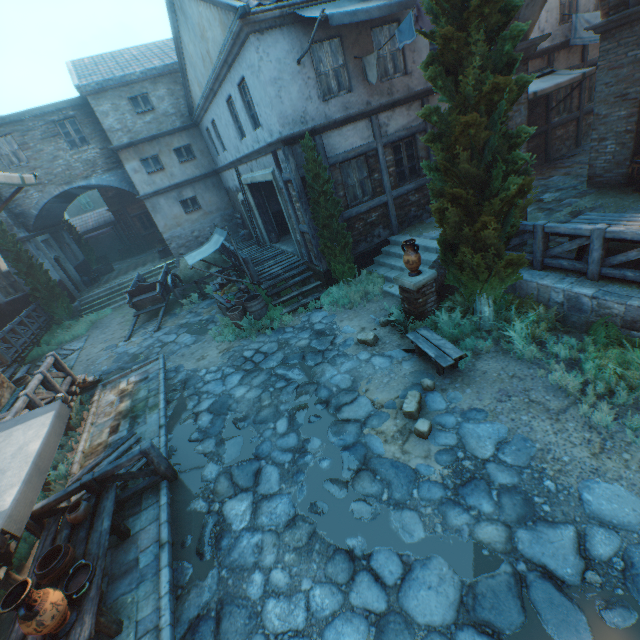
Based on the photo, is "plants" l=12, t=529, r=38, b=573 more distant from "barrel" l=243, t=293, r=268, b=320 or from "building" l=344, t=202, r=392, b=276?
"barrel" l=243, t=293, r=268, b=320

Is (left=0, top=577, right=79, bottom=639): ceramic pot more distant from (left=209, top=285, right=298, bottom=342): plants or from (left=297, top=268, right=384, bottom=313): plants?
(left=297, top=268, right=384, bottom=313): plants

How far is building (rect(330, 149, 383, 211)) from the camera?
10.0 meters

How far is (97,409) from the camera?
9.2 meters

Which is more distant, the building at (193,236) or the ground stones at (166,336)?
the ground stones at (166,336)

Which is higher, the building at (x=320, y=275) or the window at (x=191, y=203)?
the window at (x=191, y=203)

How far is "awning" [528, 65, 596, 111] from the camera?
10.2m

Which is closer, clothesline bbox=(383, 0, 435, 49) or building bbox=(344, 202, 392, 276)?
clothesline bbox=(383, 0, 435, 49)
